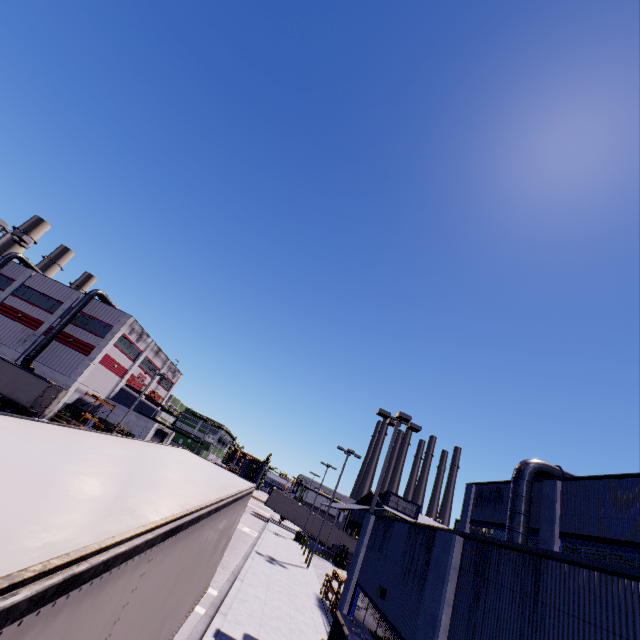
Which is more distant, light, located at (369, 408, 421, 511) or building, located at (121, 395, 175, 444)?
building, located at (121, 395, 175, 444)

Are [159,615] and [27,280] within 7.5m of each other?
no

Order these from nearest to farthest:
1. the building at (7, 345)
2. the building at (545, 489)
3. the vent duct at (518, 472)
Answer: the building at (545, 489)
the vent duct at (518, 472)
the building at (7, 345)

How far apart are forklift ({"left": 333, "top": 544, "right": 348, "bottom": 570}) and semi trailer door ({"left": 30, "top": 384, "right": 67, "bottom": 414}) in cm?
3447

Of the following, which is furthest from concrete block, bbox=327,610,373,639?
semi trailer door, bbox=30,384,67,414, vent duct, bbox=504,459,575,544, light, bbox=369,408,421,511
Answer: semi trailer door, bbox=30,384,67,414

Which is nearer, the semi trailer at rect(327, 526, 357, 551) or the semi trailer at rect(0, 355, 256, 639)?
the semi trailer at rect(0, 355, 256, 639)

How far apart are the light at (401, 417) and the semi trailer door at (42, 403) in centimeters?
3067cm

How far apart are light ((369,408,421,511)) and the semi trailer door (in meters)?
30.67
